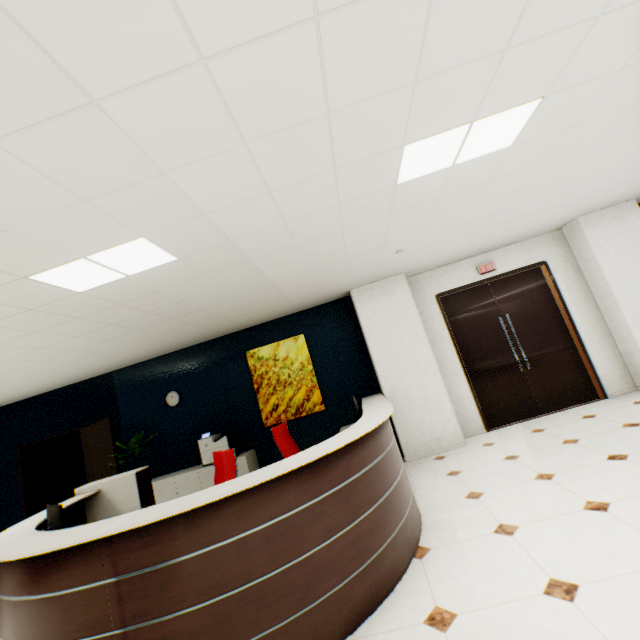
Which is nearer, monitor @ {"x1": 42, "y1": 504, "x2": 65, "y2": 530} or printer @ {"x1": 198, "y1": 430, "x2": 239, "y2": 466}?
monitor @ {"x1": 42, "y1": 504, "x2": 65, "y2": 530}

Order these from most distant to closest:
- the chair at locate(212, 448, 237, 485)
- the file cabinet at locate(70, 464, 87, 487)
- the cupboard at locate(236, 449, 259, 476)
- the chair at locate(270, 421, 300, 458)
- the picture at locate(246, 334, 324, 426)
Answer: the file cabinet at locate(70, 464, 87, 487), the picture at locate(246, 334, 324, 426), the cupboard at locate(236, 449, 259, 476), the chair at locate(270, 421, 300, 458), the chair at locate(212, 448, 237, 485)

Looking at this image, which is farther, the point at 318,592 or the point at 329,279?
the point at 329,279

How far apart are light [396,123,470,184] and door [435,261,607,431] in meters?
3.5 m

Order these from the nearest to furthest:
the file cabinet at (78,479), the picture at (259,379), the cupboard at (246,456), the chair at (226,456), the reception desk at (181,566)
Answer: the reception desk at (181,566), the chair at (226,456), the cupboard at (246,456), the picture at (259,379), the file cabinet at (78,479)

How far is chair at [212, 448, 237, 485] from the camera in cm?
351

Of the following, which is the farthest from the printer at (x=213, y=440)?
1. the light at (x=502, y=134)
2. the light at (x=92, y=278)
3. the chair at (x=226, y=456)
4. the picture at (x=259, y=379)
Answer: the light at (x=502, y=134)

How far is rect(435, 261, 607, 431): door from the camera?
5.5m
